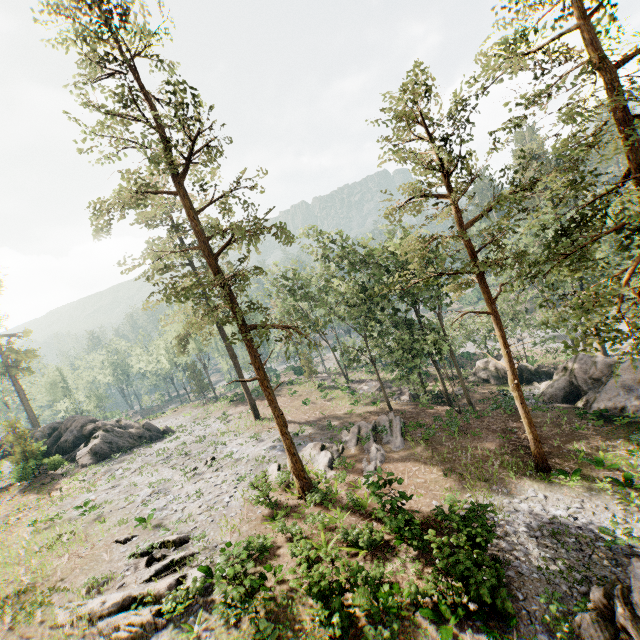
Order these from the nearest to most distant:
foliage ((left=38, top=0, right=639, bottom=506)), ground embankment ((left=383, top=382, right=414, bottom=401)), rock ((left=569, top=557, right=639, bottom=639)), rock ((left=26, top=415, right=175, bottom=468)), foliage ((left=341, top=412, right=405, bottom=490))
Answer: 1. rock ((left=569, top=557, right=639, bottom=639))
2. foliage ((left=38, top=0, right=639, bottom=506))
3. foliage ((left=341, top=412, right=405, bottom=490))
4. rock ((left=26, top=415, right=175, bottom=468))
5. ground embankment ((left=383, top=382, right=414, bottom=401))

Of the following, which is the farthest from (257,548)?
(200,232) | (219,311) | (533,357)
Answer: (533,357)

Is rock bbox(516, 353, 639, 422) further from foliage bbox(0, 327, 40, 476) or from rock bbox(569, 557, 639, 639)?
rock bbox(569, 557, 639, 639)

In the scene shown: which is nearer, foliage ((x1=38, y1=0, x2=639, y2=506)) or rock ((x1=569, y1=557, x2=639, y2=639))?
rock ((x1=569, y1=557, x2=639, y2=639))

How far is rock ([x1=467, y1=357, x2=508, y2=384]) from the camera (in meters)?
35.31

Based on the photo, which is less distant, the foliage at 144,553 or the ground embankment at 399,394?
the foliage at 144,553

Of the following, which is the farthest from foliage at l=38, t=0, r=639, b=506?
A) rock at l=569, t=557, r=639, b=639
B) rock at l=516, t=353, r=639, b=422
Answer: rock at l=569, t=557, r=639, b=639

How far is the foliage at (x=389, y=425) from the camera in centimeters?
2155cm
